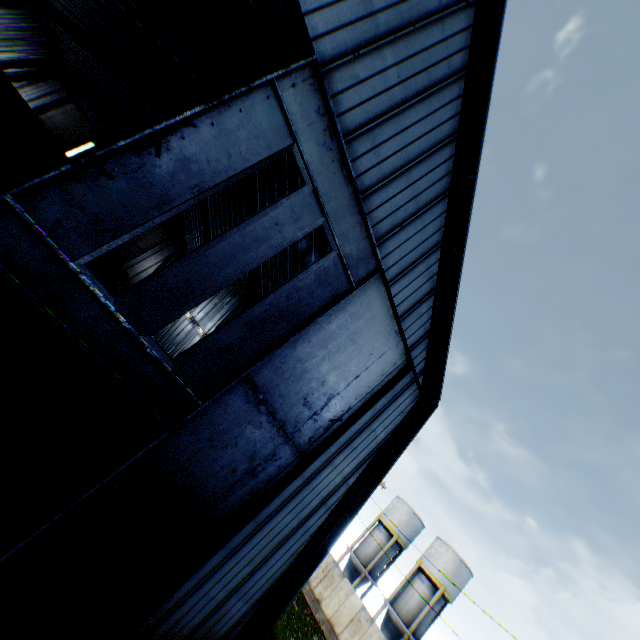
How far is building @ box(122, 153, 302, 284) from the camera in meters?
18.6 m

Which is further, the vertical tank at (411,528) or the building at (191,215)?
the vertical tank at (411,528)

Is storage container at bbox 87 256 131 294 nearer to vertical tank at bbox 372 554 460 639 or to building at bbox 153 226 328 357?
building at bbox 153 226 328 357

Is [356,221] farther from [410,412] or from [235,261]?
[410,412]

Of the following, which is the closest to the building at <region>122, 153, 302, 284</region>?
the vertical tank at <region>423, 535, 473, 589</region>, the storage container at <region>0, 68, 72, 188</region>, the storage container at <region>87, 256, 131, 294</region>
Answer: the storage container at <region>0, 68, 72, 188</region>

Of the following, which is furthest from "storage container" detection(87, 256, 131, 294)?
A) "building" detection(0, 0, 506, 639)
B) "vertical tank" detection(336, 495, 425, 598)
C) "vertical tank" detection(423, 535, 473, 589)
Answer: "vertical tank" detection(423, 535, 473, 589)

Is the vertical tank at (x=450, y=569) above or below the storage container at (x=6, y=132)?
above

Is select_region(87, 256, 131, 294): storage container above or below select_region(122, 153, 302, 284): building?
below
